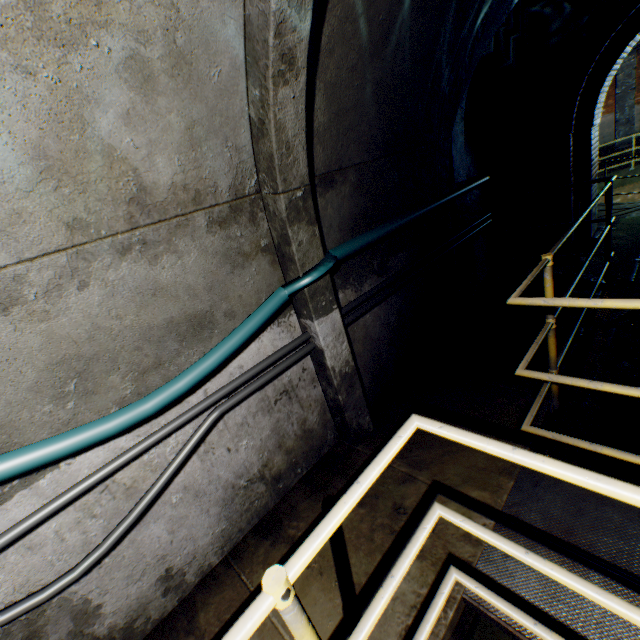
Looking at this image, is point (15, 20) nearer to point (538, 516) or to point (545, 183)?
point (538, 516)

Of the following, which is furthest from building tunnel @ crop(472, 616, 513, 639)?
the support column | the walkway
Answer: the support column

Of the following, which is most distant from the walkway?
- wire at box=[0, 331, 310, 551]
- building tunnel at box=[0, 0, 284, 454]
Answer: wire at box=[0, 331, 310, 551]

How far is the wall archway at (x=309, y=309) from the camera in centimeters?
242cm

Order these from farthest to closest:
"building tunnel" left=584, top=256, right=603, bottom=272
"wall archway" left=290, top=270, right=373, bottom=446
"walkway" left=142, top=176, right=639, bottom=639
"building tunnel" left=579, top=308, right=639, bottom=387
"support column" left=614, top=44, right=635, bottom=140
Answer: "support column" left=614, top=44, right=635, bottom=140, "building tunnel" left=584, top=256, right=603, bottom=272, "building tunnel" left=579, top=308, right=639, bottom=387, "wall archway" left=290, top=270, right=373, bottom=446, "walkway" left=142, top=176, right=639, bottom=639

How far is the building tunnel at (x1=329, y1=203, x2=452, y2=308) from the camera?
2.9 meters

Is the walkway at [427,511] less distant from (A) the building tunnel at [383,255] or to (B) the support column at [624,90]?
(A) the building tunnel at [383,255]
